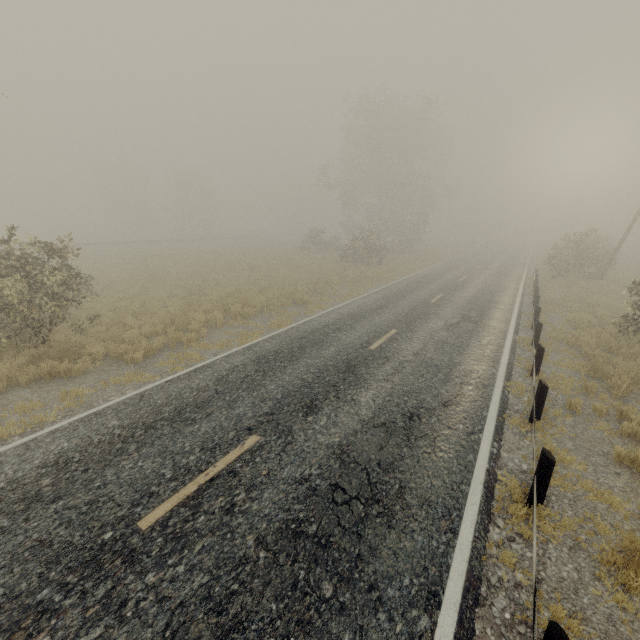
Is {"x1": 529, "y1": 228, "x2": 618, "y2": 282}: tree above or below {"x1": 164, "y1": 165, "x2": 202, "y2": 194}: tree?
below

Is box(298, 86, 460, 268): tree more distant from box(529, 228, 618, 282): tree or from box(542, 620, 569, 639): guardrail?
box(542, 620, 569, 639): guardrail

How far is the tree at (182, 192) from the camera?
56.2m

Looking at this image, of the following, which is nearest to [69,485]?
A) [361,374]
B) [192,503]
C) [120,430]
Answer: [120,430]

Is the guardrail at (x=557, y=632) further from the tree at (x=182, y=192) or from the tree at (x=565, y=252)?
the tree at (x=182, y=192)

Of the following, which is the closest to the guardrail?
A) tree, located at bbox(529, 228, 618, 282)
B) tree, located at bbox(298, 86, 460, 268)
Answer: tree, located at bbox(529, 228, 618, 282)

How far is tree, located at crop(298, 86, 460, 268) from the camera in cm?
3422
